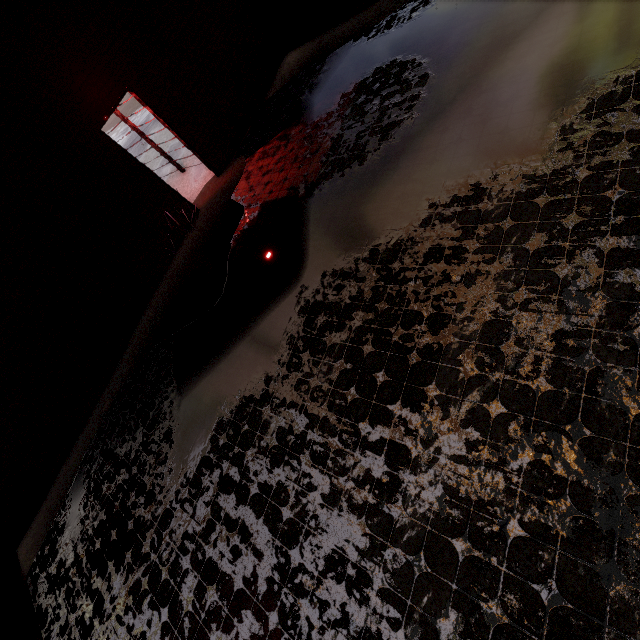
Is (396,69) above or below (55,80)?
below
